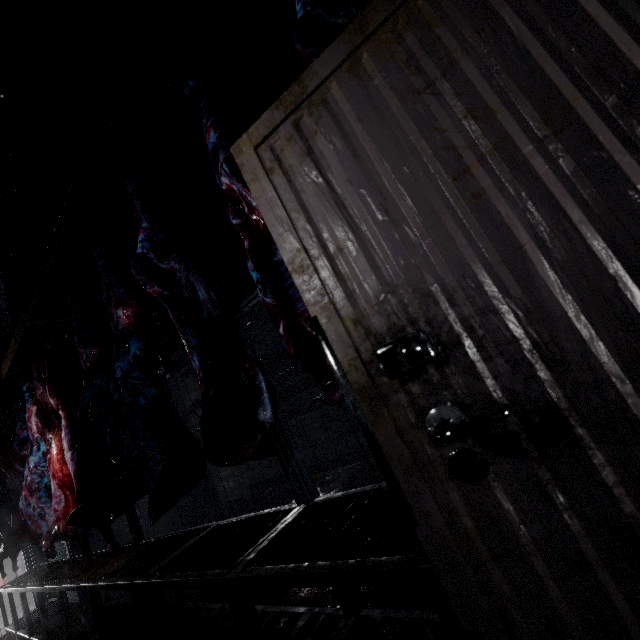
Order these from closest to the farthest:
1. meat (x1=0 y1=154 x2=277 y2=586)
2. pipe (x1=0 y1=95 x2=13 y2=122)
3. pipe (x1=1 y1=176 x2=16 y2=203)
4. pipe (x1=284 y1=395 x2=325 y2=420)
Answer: meat (x1=0 y1=154 x2=277 y2=586)
pipe (x1=0 y1=95 x2=13 y2=122)
pipe (x1=1 y1=176 x2=16 y2=203)
pipe (x1=284 y1=395 x2=325 y2=420)

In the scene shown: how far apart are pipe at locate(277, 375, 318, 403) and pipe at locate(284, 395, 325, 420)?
0.11m

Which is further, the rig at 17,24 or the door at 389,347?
the rig at 17,24

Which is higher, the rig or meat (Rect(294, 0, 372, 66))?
the rig

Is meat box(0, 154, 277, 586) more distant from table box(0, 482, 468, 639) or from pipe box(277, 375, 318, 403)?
pipe box(277, 375, 318, 403)

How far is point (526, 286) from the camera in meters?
0.5 m

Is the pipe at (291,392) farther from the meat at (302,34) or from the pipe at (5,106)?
the meat at (302,34)
